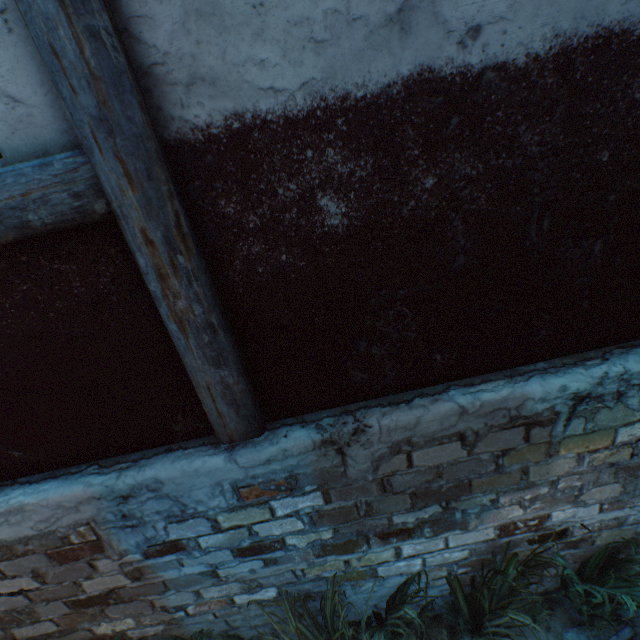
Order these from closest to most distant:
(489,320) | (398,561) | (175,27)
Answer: (175,27) < (489,320) < (398,561)

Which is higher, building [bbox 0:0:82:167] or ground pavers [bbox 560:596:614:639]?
building [bbox 0:0:82:167]

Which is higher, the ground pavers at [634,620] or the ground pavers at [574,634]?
the ground pavers at [574,634]

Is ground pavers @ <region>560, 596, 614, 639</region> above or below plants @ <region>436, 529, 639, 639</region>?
below

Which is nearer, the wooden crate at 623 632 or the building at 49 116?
the building at 49 116

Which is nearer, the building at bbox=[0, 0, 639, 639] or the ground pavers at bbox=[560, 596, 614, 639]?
the building at bbox=[0, 0, 639, 639]
